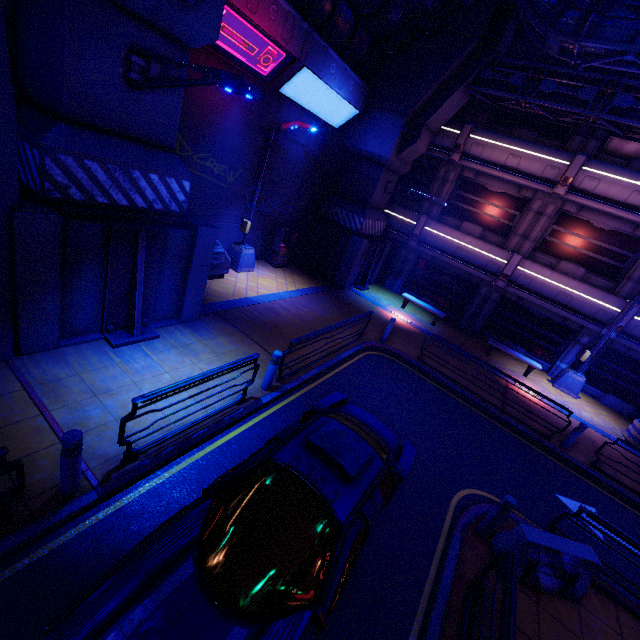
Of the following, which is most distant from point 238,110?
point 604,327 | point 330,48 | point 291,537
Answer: point 604,327

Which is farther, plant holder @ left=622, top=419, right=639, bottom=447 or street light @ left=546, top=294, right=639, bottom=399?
street light @ left=546, top=294, right=639, bottom=399

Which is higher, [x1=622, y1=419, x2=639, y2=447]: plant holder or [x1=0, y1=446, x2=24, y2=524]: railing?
[x1=622, y1=419, x2=639, y2=447]: plant holder

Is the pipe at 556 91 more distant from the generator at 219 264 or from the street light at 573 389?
the generator at 219 264

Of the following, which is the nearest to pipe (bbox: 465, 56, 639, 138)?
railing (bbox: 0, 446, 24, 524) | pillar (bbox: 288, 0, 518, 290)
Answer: pillar (bbox: 288, 0, 518, 290)

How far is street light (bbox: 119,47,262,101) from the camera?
4.6m

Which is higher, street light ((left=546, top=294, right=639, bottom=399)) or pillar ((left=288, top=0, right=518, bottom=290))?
pillar ((left=288, top=0, right=518, bottom=290))

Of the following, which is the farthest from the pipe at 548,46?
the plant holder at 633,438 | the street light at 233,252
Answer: the plant holder at 633,438
